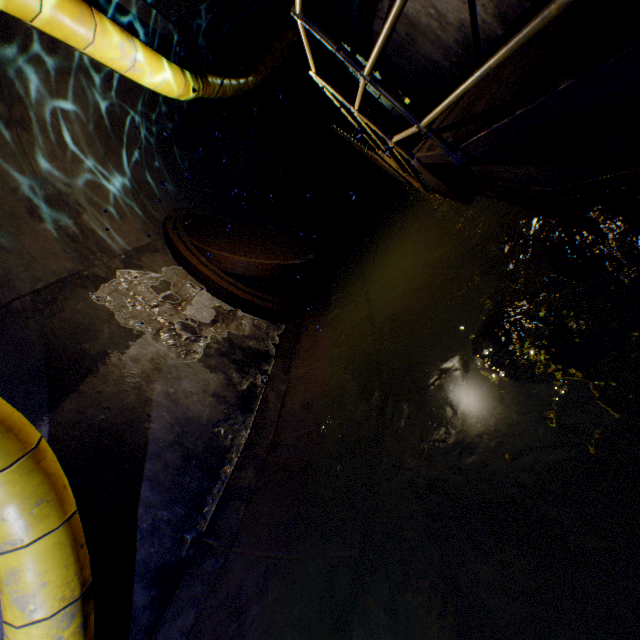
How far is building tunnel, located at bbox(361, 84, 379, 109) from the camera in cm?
1109

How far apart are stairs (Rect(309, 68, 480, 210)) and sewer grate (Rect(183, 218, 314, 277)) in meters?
2.1

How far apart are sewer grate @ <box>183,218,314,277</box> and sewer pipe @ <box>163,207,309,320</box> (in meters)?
0.00

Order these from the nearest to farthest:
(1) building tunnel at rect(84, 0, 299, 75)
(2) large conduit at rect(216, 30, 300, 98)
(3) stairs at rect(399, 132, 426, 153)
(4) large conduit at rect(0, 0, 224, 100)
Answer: (4) large conduit at rect(0, 0, 224, 100) < (3) stairs at rect(399, 132, 426, 153) < (1) building tunnel at rect(84, 0, 299, 75) < (2) large conduit at rect(216, 30, 300, 98)

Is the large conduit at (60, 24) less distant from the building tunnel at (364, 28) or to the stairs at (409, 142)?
the building tunnel at (364, 28)

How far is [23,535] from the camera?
1.8m

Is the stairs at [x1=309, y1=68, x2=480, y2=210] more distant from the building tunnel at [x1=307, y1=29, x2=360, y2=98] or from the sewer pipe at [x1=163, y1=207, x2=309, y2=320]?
the sewer pipe at [x1=163, y1=207, x2=309, y2=320]

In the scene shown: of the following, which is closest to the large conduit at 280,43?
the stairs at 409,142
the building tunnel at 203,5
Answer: the building tunnel at 203,5
